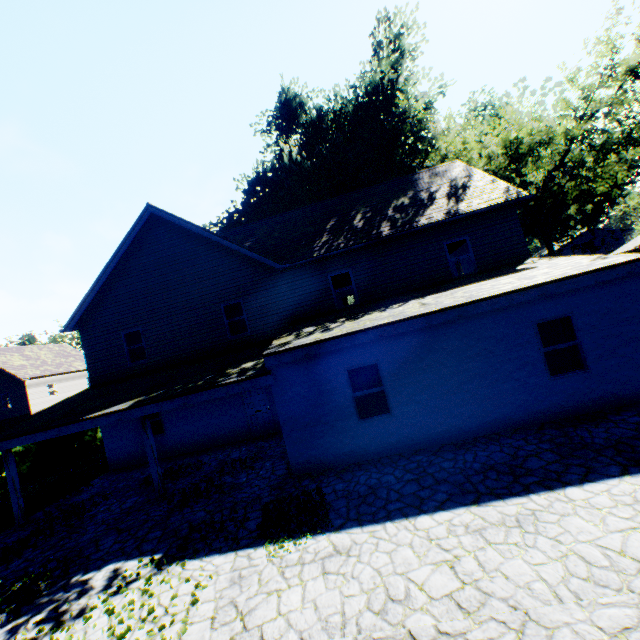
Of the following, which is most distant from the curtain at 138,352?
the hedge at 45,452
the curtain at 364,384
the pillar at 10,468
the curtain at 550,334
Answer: the curtain at 550,334

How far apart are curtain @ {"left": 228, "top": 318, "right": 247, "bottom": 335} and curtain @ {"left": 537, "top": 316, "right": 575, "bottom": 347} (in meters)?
10.47

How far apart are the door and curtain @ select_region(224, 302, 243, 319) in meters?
2.4 m

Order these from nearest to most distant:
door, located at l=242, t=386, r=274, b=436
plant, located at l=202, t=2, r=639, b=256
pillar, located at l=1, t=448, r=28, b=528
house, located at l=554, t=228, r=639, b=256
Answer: pillar, located at l=1, t=448, r=28, b=528 → door, located at l=242, t=386, r=274, b=436 → plant, located at l=202, t=2, r=639, b=256 → house, located at l=554, t=228, r=639, b=256

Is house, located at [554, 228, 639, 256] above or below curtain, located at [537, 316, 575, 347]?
above

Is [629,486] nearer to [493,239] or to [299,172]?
[493,239]

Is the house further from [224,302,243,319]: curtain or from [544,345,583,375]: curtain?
[224,302,243,319]: curtain

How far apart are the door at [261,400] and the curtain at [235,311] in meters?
2.4 m
